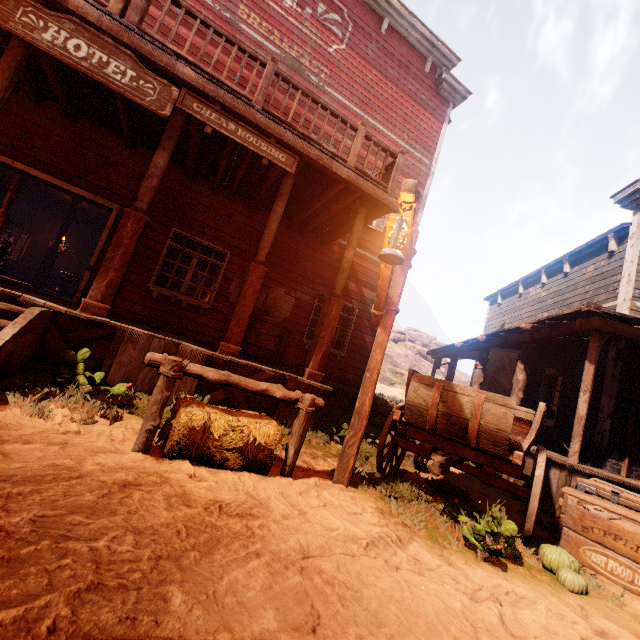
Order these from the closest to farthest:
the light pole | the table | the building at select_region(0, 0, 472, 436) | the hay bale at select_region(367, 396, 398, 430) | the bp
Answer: the light pole, the building at select_region(0, 0, 472, 436), the bp, the hay bale at select_region(367, 396, 398, 430), the table

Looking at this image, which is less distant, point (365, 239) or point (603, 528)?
point (603, 528)

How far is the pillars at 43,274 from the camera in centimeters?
1266cm

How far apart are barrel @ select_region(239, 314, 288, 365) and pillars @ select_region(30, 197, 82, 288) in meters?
10.1 m

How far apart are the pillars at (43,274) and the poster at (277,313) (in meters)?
9.78

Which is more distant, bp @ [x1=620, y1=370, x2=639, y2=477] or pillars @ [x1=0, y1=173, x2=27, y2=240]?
pillars @ [x1=0, y1=173, x2=27, y2=240]

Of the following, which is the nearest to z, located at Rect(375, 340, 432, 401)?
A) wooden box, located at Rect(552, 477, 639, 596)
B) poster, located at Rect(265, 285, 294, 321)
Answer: wooden box, located at Rect(552, 477, 639, 596)

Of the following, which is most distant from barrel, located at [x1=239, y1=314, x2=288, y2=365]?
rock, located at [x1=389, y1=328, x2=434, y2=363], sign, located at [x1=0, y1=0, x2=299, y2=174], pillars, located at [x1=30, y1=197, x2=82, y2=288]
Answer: rock, located at [x1=389, y1=328, x2=434, y2=363]
